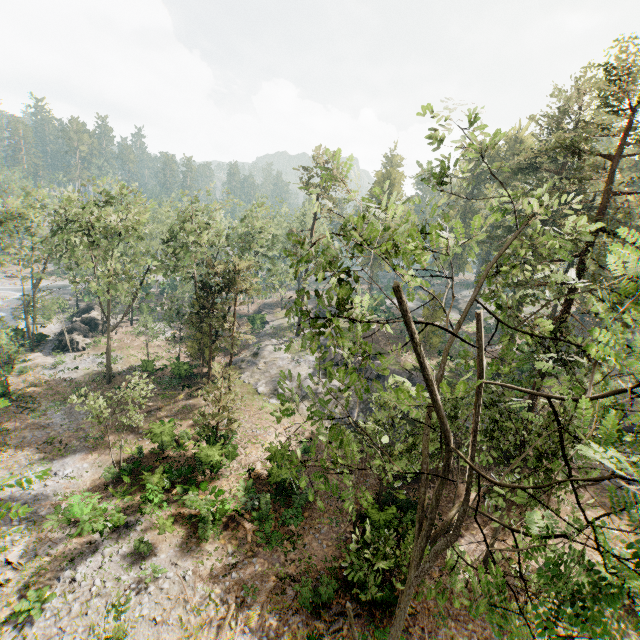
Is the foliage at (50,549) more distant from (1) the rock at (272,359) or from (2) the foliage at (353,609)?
(1) the rock at (272,359)

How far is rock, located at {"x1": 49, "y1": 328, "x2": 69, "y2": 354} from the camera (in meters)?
39.00

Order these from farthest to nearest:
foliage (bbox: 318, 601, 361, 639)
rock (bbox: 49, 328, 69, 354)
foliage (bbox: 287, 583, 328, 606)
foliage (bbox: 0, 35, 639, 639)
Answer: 1. rock (bbox: 49, 328, 69, 354)
2. foliage (bbox: 287, 583, 328, 606)
3. foliage (bbox: 318, 601, 361, 639)
4. foliage (bbox: 0, 35, 639, 639)

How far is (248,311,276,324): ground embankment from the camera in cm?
4979

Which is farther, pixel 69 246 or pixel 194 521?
pixel 69 246

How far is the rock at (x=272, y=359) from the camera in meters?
33.6

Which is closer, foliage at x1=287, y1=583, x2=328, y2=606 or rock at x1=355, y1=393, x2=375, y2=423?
foliage at x1=287, y1=583, x2=328, y2=606

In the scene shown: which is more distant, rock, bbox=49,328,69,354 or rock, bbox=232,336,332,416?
rock, bbox=49,328,69,354
